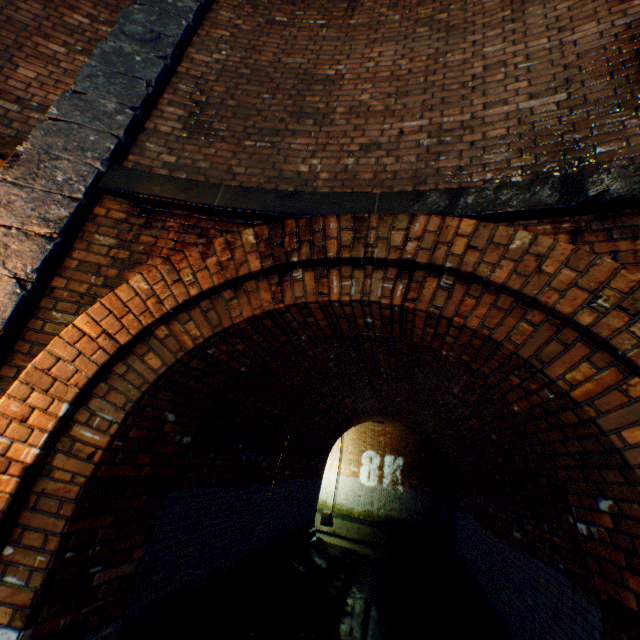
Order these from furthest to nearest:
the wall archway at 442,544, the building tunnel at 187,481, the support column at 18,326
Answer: the wall archway at 442,544
the building tunnel at 187,481
the support column at 18,326

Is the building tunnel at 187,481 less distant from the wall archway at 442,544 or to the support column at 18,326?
the wall archway at 442,544

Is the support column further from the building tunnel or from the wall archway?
the wall archway

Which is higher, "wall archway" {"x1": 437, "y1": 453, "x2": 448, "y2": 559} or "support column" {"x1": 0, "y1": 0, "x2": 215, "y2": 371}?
"support column" {"x1": 0, "y1": 0, "x2": 215, "y2": 371}

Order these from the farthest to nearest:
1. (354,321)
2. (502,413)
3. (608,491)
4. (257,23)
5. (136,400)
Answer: (502,413) < (257,23) < (354,321) < (136,400) < (608,491)

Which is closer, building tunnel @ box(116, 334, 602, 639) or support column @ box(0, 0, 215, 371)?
support column @ box(0, 0, 215, 371)

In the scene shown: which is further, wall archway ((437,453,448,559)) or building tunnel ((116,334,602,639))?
wall archway ((437,453,448,559))
